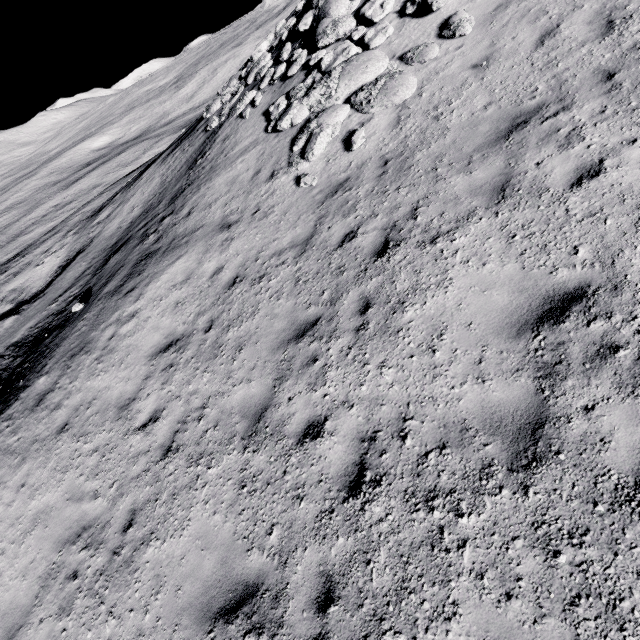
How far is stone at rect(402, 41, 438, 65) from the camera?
8.4 meters

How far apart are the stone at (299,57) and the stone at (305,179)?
6.2 meters

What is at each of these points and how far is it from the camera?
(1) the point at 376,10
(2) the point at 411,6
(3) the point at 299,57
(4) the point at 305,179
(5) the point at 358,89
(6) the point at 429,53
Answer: (1) stone, 10.4m
(2) stone, 9.6m
(3) stone, 12.4m
(4) stone, 9.0m
(5) stone, 9.5m
(6) stone, 8.4m

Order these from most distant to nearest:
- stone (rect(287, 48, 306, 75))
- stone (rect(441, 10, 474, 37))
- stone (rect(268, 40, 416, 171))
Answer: stone (rect(287, 48, 306, 75)) → stone (rect(268, 40, 416, 171)) → stone (rect(441, 10, 474, 37))

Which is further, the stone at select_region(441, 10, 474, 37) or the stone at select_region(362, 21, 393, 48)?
the stone at select_region(362, 21, 393, 48)

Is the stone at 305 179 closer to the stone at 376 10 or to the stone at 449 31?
the stone at 449 31

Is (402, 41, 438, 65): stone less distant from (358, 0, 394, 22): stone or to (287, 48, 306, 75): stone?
(358, 0, 394, 22): stone
